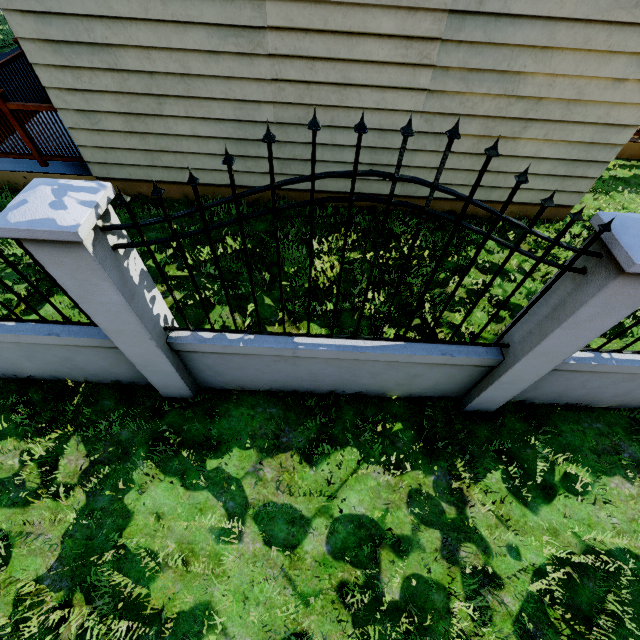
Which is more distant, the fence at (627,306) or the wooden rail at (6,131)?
the wooden rail at (6,131)

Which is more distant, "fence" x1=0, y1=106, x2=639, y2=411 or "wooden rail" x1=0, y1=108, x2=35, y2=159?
"wooden rail" x1=0, y1=108, x2=35, y2=159

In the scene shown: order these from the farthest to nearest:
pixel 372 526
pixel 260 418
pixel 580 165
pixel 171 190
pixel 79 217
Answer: pixel 171 190
pixel 580 165
pixel 260 418
pixel 372 526
pixel 79 217
